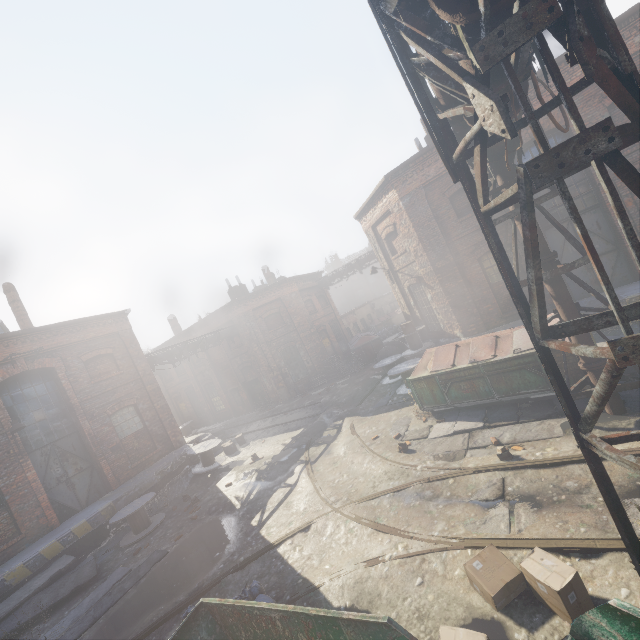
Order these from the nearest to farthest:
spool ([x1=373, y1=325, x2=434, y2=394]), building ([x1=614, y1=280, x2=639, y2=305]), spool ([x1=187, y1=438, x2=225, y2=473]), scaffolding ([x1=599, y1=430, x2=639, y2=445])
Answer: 1. scaffolding ([x1=599, y1=430, x2=639, y2=445])
2. building ([x1=614, y1=280, x2=639, y2=305])
3. spool ([x1=373, y1=325, x2=434, y2=394])
4. spool ([x1=187, y1=438, x2=225, y2=473])

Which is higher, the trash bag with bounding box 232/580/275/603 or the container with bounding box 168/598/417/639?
the container with bounding box 168/598/417/639

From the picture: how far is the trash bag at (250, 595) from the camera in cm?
537

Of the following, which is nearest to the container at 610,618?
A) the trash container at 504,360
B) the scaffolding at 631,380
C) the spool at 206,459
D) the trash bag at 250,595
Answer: the trash bag at 250,595

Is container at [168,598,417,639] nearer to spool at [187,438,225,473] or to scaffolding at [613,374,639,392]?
scaffolding at [613,374,639,392]

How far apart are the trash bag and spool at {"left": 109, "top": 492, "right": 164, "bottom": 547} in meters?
7.0 m

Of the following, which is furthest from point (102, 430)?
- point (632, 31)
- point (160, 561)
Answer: point (632, 31)

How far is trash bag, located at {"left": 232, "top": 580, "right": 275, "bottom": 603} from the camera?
5.4m
